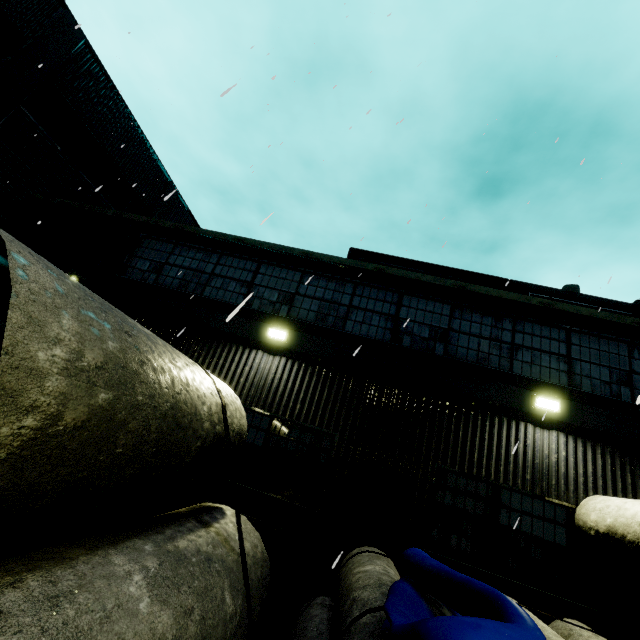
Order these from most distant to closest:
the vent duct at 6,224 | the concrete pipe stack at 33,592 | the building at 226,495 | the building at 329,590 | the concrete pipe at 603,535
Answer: the vent duct at 6,224, the building at 226,495, the building at 329,590, the concrete pipe at 603,535, the concrete pipe stack at 33,592

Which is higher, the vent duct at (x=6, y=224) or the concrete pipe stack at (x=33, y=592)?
the vent duct at (x=6, y=224)

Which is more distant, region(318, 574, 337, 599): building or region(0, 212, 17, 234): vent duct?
region(0, 212, 17, 234): vent duct

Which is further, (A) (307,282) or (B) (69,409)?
(A) (307,282)

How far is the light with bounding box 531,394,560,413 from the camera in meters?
6.5

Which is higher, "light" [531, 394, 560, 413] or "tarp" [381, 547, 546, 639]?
"light" [531, 394, 560, 413]

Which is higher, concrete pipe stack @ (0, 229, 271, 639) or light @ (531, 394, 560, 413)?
light @ (531, 394, 560, 413)

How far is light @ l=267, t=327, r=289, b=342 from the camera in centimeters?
754cm
